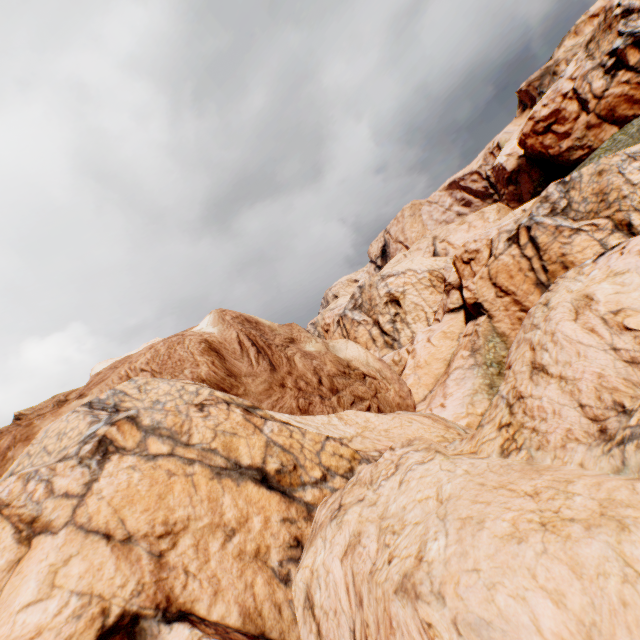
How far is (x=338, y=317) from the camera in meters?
49.0
